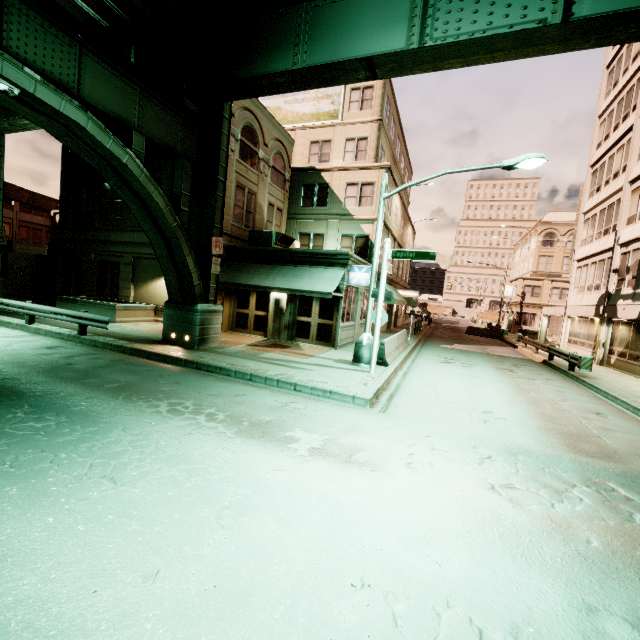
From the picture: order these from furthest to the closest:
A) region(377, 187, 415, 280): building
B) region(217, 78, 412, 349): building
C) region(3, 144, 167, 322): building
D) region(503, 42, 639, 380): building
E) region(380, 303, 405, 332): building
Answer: region(380, 303, 405, 332): building, region(377, 187, 415, 280): building, region(3, 144, 167, 322): building, region(503, 42, 639, 380): building, region(217, 78, 412, 349): building

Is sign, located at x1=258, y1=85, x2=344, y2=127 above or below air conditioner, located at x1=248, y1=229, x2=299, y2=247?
above

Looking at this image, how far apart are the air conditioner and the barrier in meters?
7.8 m

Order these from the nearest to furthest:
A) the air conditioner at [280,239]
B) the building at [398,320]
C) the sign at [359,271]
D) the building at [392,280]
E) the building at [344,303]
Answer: the sign at [359,271] → the building at [344,303] → the air conditioner at [280,239] → the building at [392,280] → the building at [398,320]

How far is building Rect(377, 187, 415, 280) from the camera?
23.0 meters

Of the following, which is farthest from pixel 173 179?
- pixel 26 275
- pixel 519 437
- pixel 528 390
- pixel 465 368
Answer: pixel 26 275

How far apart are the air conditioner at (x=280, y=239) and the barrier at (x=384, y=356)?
7.82m

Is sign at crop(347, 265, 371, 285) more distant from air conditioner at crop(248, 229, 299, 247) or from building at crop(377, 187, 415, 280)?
air conditioner at crop(248, 229, 299, 247)
